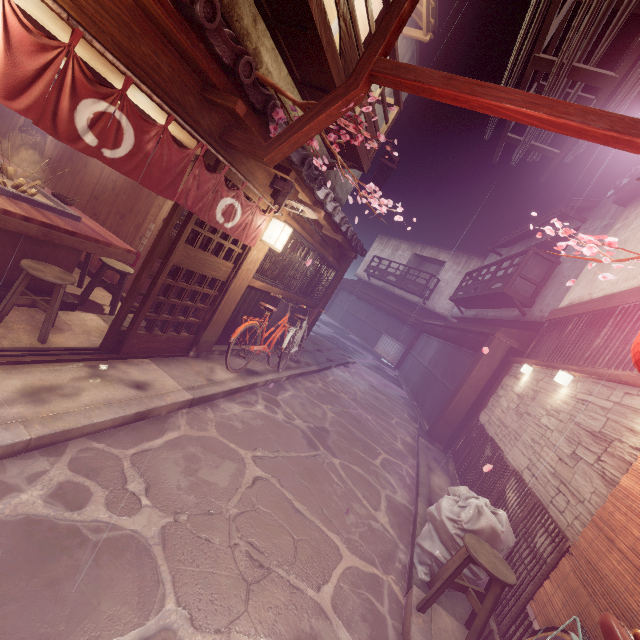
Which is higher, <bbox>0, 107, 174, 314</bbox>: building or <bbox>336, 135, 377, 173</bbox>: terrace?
<bbox>336, 135, 377, 173</bbox>: terrace

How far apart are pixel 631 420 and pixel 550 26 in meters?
9.8

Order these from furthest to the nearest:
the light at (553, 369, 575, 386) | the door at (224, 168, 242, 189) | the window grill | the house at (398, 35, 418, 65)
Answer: the house at (398, 35, 418, 65)
the window grill
the light at (553, 369, 575, 386)
the door at (224, 168, 242, 189)

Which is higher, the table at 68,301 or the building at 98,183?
the building at 98,183

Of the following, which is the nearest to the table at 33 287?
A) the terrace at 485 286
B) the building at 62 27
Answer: the building at 62 27

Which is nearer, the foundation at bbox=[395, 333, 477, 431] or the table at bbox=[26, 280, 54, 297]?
the table at bbox=[26, 280, 54, 297]

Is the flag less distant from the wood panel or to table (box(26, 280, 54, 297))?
the wood panel

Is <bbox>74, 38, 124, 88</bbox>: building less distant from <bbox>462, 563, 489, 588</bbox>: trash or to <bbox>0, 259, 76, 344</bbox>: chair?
<bbox>0, 259, 76, 344</bbox>: chair
